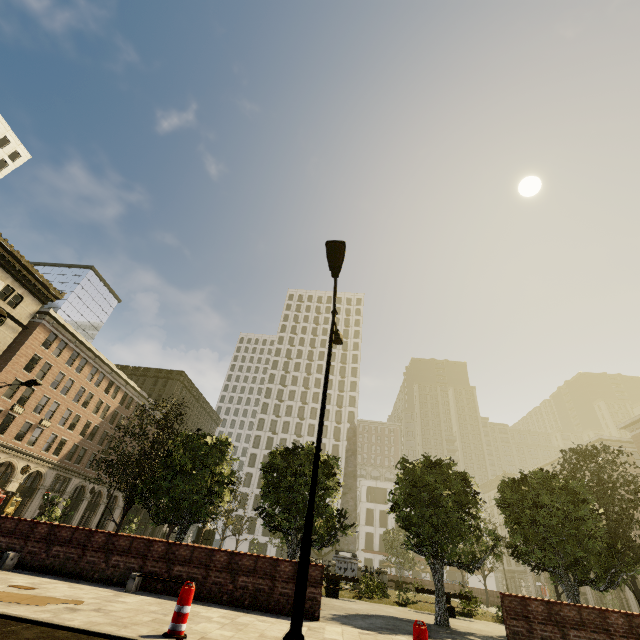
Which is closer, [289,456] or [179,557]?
[179,557]

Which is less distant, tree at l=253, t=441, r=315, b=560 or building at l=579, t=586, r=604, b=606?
tree at l=253, t=441, r=315, b=560

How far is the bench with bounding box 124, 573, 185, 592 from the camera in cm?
888

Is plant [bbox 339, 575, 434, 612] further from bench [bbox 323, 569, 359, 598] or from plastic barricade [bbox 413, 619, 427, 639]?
plastic barricade [bbox 413, 619, 427, 639]

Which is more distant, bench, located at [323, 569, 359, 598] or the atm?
the atm

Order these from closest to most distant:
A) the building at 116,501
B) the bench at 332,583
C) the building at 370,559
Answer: the bench at 332,583 → the building at 116,501 → the building at 370,559

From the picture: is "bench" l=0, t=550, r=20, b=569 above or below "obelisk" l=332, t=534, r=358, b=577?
below

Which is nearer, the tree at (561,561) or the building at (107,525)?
the tree at (561,561)
